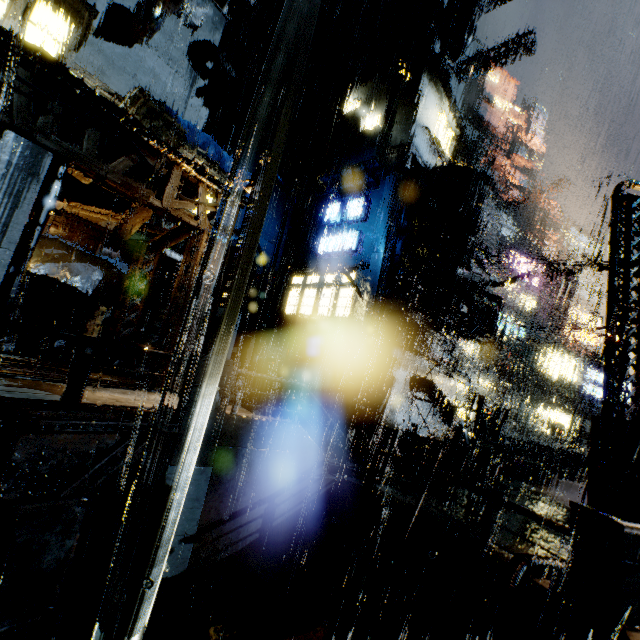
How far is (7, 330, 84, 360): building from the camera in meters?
14.2

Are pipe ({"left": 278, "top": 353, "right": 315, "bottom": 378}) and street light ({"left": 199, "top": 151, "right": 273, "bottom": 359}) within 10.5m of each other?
yes

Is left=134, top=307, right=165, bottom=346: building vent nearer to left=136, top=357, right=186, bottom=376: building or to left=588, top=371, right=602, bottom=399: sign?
left=136, top=357, right=186, bottom=376: building

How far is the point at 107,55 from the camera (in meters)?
16.02

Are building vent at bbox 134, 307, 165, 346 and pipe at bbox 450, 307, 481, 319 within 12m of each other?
no

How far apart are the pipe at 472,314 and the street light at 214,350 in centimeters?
1312cm

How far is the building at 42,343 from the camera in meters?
14.2
